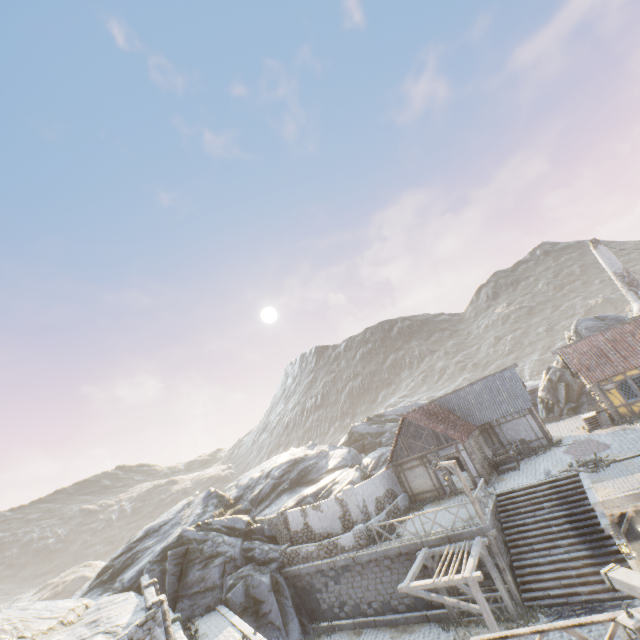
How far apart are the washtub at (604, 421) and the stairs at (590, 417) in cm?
4

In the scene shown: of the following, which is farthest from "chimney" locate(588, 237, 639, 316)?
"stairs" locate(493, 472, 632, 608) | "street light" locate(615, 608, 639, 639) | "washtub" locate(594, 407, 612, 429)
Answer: "street light" locate(615, 608, 639, 639)

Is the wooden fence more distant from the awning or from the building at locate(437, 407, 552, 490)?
the building at locate(437, 407, 552, 490)

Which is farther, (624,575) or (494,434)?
(494,434)

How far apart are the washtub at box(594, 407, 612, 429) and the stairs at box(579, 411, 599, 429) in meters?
0.0

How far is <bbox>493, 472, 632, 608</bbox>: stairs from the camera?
13.32m

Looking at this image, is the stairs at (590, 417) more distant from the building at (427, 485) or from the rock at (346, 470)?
the rock at (346, 470)

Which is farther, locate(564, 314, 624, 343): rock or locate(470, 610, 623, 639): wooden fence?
locate(564, 314, 624, 343): rock
